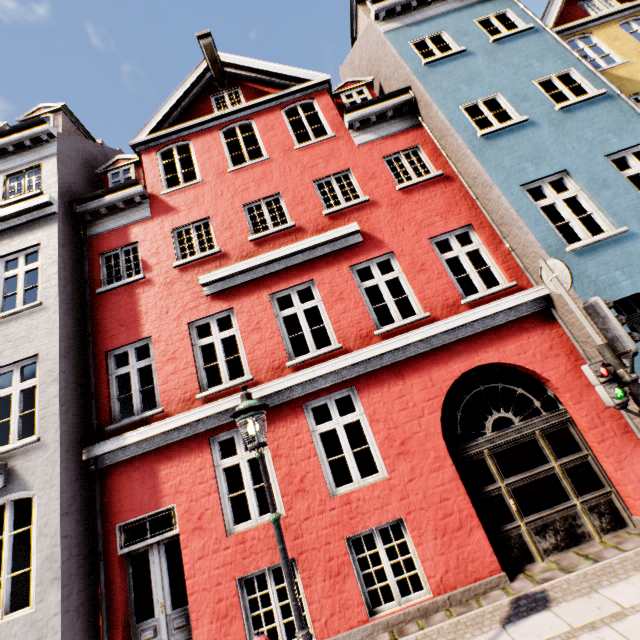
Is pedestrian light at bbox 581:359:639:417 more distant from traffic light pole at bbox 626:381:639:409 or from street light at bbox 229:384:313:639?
street light at bbox 229:384:313:639

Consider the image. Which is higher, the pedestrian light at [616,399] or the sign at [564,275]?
the sign at [564,275]

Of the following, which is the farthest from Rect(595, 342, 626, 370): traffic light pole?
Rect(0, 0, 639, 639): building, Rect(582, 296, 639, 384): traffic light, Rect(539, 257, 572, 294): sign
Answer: Rect(0, 0, 639, 639): building

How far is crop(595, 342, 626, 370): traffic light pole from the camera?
Answer: 4.0 meters

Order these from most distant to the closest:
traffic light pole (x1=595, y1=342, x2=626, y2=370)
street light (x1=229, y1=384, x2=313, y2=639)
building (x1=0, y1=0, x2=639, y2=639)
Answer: building (x1=0, y1=0, x2=639, y2=639) → traffic light pole (x1=595, y1=342, x2=626, y2=370) → street light (x1=229, y1=384, x2=313, y2=639)

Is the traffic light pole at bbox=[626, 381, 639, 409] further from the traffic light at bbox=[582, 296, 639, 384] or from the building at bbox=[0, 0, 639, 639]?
the building at bbox=[0, 0, 639, 639]

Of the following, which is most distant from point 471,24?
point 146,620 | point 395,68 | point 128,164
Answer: point 146,620

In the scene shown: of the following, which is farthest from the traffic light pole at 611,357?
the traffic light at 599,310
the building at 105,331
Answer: the building at 105,331
